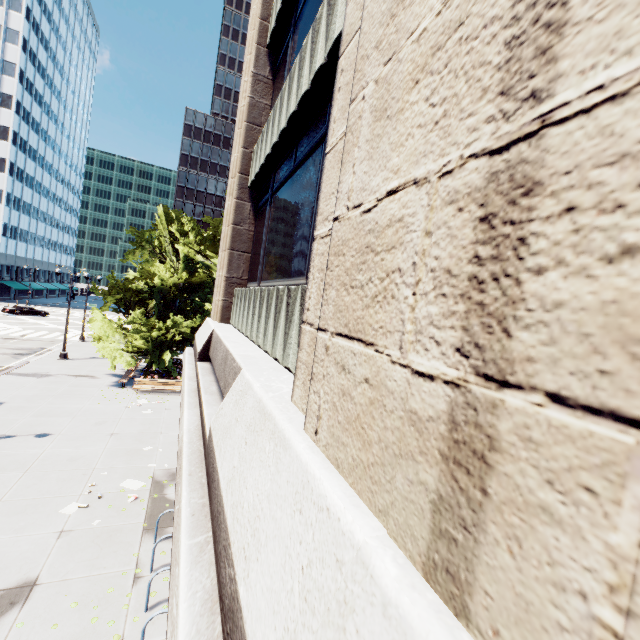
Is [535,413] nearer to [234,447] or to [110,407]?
[234,447]

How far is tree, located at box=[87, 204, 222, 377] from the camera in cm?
2150

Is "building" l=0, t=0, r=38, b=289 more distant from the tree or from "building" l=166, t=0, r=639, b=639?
"building" l=166, t=0, r=639, b=639

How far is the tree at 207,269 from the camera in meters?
21.5 m

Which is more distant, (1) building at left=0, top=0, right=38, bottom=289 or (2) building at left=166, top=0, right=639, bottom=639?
(1) building at left=0, top=0, right=38, bottom=289

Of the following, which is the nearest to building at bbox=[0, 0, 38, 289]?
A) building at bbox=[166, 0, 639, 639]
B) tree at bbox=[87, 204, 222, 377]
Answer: tree at bbox=[87, 204, 222, 377]

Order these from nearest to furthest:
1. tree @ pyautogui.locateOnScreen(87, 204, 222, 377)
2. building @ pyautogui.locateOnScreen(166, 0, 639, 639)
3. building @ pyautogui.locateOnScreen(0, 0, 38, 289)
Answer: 1. building @ pyautogui.locateOnScreen(166, 0, 639, 639)
2. tree @ pyautogui.locateOnScreen(87, 204, 222, 377)
3. building @ pyautogui.locateOnScreen(0, 0, 38, 289)

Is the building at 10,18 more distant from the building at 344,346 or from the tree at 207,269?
the building at 344,346
